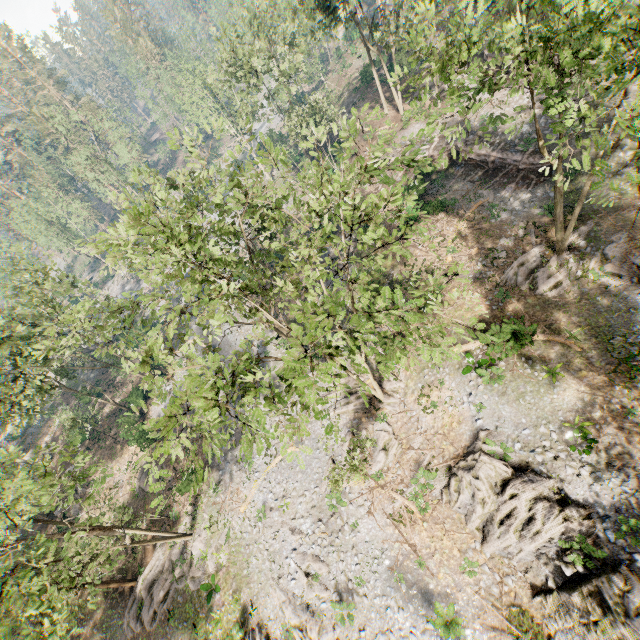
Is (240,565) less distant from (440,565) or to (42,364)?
(440,565)

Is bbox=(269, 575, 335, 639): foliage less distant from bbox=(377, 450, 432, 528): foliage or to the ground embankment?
the ground embankment

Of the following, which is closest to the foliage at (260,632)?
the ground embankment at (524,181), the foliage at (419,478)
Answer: the ground embankment at (524,181)

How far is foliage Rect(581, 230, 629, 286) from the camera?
18.7m

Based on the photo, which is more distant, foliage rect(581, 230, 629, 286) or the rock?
foliage rect(581, 230, 629, 286)

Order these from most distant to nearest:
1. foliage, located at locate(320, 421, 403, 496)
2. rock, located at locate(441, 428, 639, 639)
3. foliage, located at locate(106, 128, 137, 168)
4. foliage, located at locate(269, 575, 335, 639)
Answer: foliage, located at locate(106, 128, 137, 168), foliage, located at locate(269, 575, 335, 639), foliage, located at locate(320, 421, 403, 496), rock, located at locate(441, 428, 639, 639)

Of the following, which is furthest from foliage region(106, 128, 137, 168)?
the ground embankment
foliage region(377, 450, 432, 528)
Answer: foliage region(377, 450, 432, 528)
